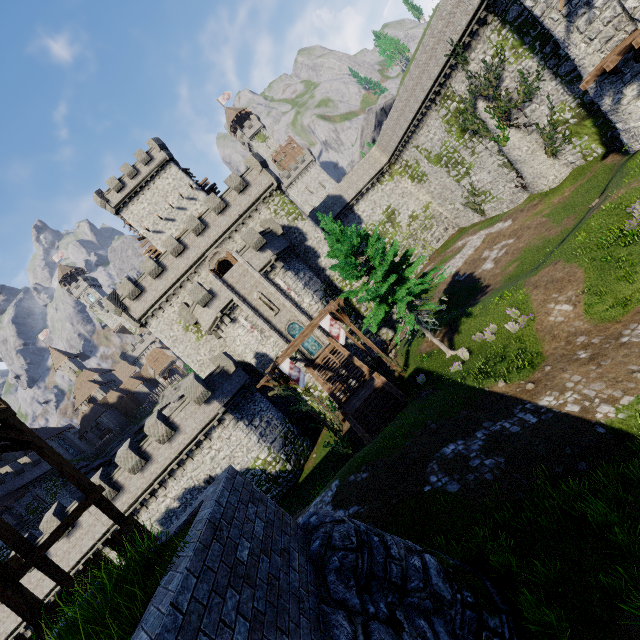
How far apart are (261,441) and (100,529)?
13.37m

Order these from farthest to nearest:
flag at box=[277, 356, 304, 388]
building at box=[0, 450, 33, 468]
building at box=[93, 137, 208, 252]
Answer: building at box=[0, 450, 33, 468] → building at box=[93, 137, 208, 252] → flag at box=[277, 356, 304, 388]

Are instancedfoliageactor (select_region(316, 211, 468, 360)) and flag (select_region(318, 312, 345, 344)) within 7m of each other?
yes

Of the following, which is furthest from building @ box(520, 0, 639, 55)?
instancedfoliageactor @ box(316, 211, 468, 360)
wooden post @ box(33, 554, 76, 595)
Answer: wooden post @ box(33, 554, 76, 595)

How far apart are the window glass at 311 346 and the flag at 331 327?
9.9m

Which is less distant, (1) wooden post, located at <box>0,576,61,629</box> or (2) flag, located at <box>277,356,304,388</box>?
(1) wooden post, located at <box>0,576,61,629</box>

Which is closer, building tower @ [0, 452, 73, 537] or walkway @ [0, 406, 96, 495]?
walkway @ [0, 406, 96, 495]

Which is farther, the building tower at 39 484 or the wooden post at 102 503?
the building tower at 39 484
